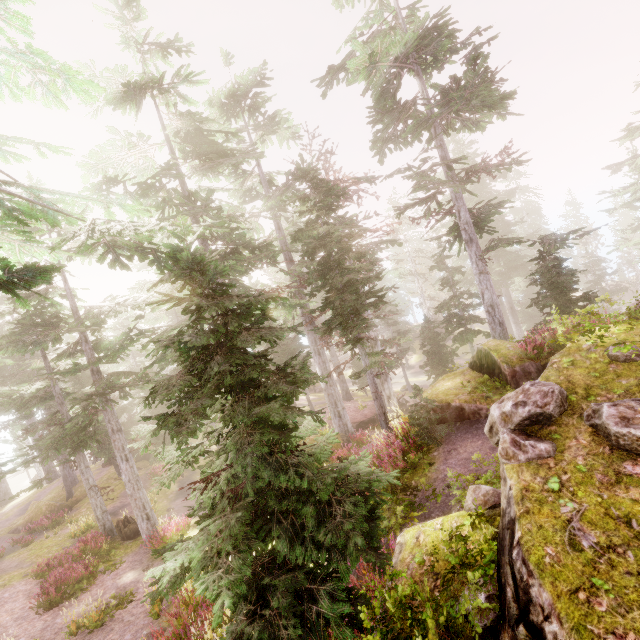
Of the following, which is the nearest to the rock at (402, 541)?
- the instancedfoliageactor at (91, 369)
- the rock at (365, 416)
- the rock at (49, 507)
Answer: the instancedfoliageactor at (91, 369)

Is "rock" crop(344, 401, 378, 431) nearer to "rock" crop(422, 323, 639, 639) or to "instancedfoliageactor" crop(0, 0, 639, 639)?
"instancedfoliageactor" crop(0, 0, 639, 639)

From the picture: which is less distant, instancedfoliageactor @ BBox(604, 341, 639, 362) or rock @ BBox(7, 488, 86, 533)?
instancedfoliageactor @ BBox(604, 341, 639, 362)

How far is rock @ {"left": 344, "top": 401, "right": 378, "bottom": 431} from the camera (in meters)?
26.54

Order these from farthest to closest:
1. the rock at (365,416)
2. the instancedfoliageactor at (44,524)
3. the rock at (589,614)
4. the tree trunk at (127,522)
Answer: the rock at (365,416) < the instancedfoliageactor at (44,524) < the tree trunk at (127,522) < the rock at (589,614)

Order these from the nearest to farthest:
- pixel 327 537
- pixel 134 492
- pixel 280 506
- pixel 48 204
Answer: pixel 327 537 → pixel 280 506 → pixel 48 204 → pixel 134 492

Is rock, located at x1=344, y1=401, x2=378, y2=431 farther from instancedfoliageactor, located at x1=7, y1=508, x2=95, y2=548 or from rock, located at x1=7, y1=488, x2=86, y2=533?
rock, located at x1=7, y1=488, x2=86, y2=533

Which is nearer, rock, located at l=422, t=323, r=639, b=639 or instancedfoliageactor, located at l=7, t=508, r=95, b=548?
rock, located at l=422, t=323, r=639, b=639
